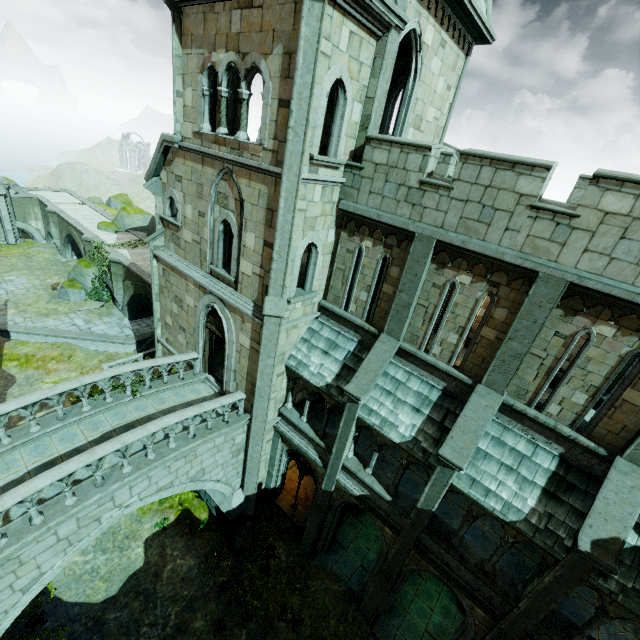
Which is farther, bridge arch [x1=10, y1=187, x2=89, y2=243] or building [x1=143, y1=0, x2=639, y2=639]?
bridge arch [x1=10, y1=187, x2=89, y2=243]

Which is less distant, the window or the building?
the building

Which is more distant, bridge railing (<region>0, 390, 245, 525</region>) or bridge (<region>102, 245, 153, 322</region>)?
bridge (<region>102, 245, 153, 322</region>)

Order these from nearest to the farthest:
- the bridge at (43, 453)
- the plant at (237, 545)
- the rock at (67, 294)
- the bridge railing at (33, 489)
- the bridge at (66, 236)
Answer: the bridge railing at (33, 489)
the bridge at (43, 453)
the plant at (237, 545)
the rock at (67, 294)
the bridge at (66, 236)

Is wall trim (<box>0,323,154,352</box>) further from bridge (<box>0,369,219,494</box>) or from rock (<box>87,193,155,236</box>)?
rock (<box>87,193,155,236</box>)

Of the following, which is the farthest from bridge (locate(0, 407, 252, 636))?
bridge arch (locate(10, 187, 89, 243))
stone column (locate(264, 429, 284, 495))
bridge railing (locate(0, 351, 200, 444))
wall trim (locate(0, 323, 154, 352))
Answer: bridge arch (locate(10, 187, 89, 243))

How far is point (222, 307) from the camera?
11.8m

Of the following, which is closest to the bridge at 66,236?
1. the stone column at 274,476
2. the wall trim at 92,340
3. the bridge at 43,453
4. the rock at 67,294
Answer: the rock at 67,294
